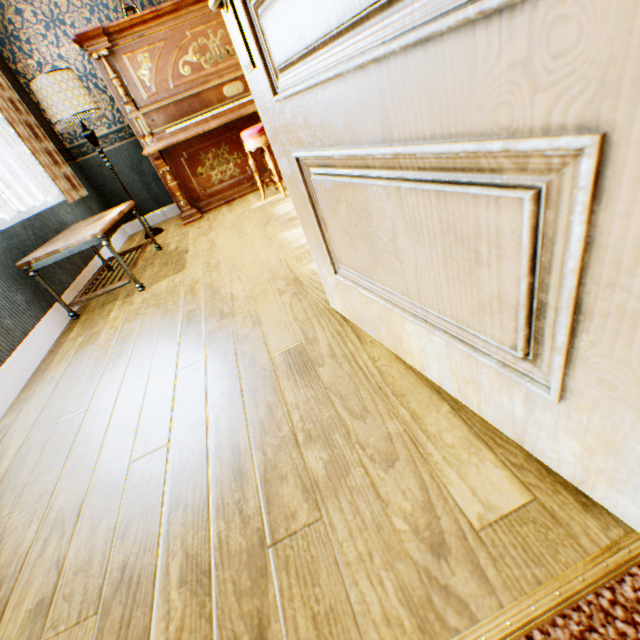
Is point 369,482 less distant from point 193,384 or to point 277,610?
point 277,610

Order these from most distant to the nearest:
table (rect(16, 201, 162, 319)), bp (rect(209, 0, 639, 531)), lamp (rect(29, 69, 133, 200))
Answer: lamp (rect(29, 69, 133, 200)), table (rect(16, 201, 162, 319)), bp (rect(209, 0, 639, 531))

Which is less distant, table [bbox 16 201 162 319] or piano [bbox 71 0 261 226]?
table [bbox 16 201 162 319]

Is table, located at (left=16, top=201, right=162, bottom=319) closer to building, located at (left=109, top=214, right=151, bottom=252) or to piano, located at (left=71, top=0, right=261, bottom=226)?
building, located at (left=109, top=214, right=151, bottom=252)

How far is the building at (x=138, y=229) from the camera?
4.31m

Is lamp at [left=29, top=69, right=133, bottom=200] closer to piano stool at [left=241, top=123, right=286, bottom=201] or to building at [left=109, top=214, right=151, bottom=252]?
building at [left=109, top=214, right=151, bottom=252]

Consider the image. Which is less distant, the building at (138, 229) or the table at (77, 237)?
the table at (77, 237)

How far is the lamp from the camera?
3.3 meters
